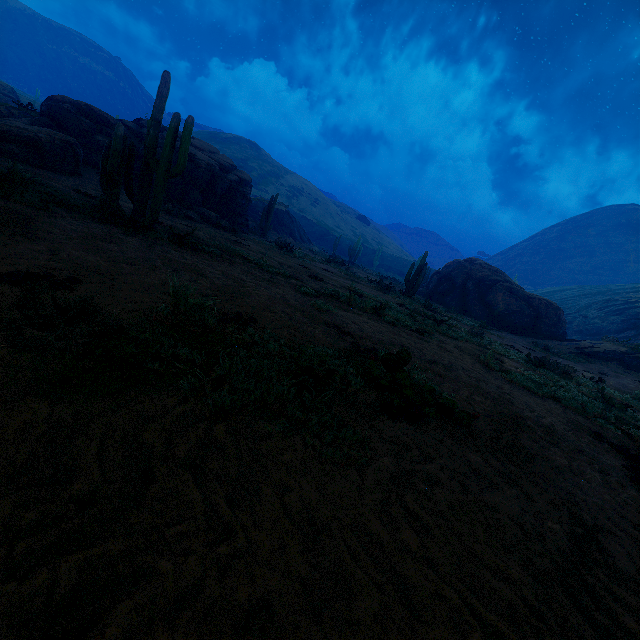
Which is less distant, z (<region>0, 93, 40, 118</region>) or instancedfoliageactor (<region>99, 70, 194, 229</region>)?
instancedfoliageactor (<region>99, 70, 194, 229</region>)

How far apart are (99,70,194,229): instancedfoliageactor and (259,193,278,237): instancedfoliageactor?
16.4 meters

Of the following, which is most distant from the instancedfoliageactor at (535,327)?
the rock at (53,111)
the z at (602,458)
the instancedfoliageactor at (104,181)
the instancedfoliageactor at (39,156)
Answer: the instancedfoliageactor at (39,156)

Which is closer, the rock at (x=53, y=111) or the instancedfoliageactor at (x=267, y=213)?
the rock at (x=53, y=111)

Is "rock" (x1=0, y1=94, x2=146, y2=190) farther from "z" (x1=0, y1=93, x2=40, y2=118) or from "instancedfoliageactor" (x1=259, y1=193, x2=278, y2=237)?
"z" (x1=0, y1=93, x2=40, y2=118)

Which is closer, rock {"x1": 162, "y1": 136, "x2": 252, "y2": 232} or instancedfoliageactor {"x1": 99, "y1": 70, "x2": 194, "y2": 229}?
instancedfoliageactor {"x1": 99, "y1": 70, "x2": 194, "y2": 229}

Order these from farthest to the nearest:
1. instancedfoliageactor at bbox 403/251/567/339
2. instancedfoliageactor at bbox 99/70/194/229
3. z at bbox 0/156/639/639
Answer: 1. instancedfoliageactor at bbox 403/251/567/339
2. instancedfoliageactor at bbox 99/70/194/229
3. z at bbox 0/156/639/639

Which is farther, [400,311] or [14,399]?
[400,311]
